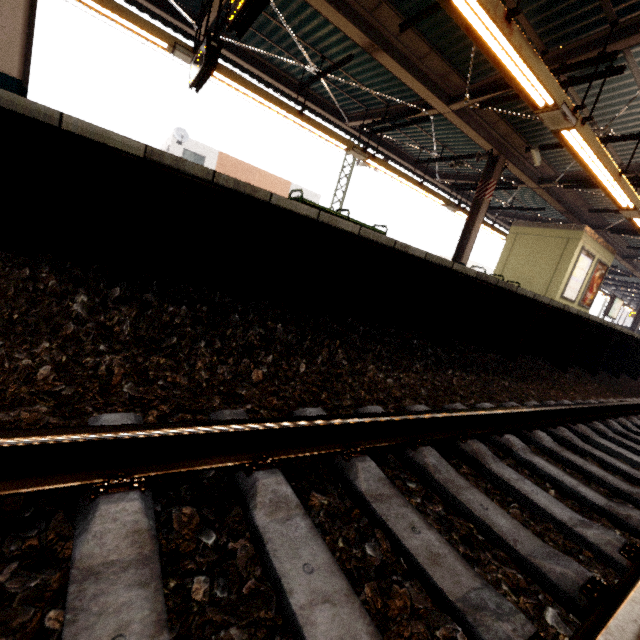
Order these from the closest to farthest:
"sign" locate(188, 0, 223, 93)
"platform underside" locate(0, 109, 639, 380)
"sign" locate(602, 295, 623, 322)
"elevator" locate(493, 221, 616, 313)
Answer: "platform underside" locate(0, 109, 639, 380), "sign" locate(188, 0, 223, 93), "elevator" locate(493, 221, 616, 313), "sign" locate(602, 295, 623, 322)

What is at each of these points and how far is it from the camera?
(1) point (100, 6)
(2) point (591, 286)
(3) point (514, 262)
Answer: (1) awning structure, 5.9 meters
(2) sign, 12.1 meters
(3) elevator, 12.1 meters

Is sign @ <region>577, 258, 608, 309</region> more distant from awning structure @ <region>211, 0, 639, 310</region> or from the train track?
the train track

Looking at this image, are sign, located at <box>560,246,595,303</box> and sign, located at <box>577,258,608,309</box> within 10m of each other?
yes

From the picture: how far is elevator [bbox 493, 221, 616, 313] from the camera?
10.71m

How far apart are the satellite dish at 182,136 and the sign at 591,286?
23.0 meters

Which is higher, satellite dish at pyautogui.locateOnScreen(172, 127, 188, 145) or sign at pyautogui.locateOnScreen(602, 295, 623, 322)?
satellite dish at pyautogui.locateOnScreen(172, 127, 188, 145)

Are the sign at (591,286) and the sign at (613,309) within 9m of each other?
yes
